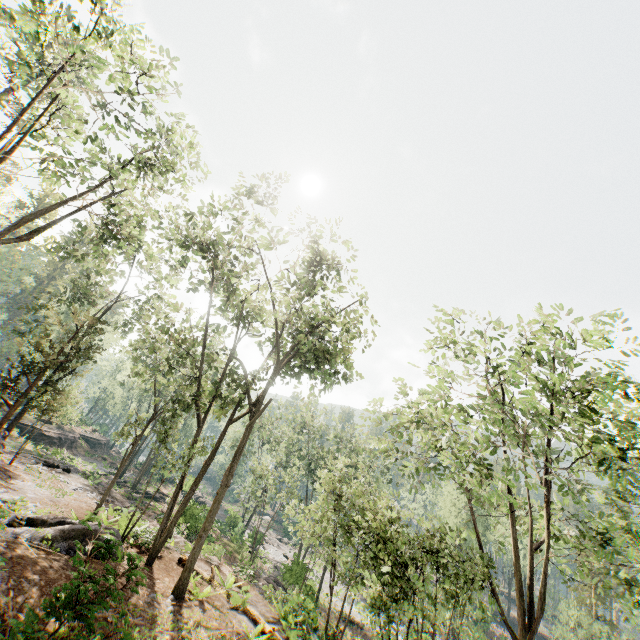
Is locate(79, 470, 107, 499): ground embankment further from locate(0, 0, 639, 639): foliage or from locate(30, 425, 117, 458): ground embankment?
locate(0, 0, 639, 639): foliage

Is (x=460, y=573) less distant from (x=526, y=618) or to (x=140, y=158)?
(x=140, y=158)

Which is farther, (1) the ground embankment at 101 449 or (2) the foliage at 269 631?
(1) the ground embankment at 101 449

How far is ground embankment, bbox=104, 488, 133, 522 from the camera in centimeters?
1719cm

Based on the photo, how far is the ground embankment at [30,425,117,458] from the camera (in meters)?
37.00

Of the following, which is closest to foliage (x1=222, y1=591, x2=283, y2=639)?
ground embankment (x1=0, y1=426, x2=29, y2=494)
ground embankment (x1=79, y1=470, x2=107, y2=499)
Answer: ground embankment (x1=0, y1=426, x2=29, y2=494)

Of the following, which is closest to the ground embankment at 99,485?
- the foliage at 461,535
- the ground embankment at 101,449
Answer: the ground embankment at 101,449
